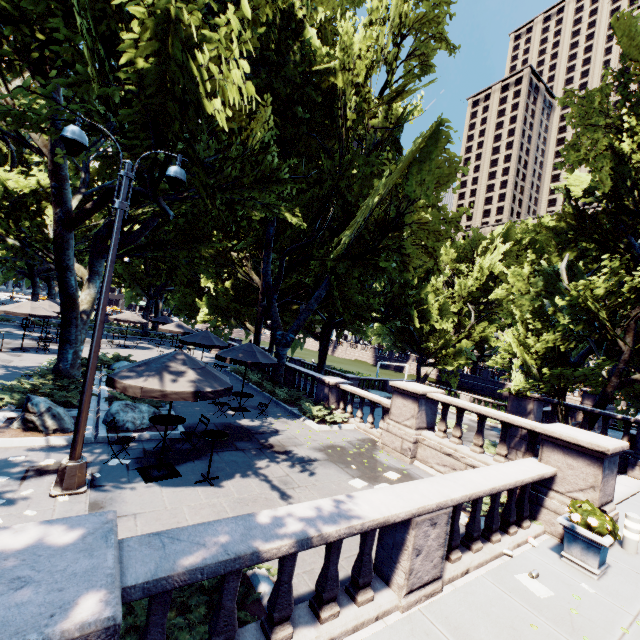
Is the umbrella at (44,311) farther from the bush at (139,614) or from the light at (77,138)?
the bush at (139,614)

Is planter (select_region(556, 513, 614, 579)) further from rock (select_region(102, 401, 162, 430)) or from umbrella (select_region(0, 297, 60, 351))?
umbrella (select_region(0, 297, 60, 351))

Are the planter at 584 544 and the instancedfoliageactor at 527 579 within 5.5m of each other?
yes

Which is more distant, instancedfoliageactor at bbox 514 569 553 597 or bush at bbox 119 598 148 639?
instancedfoliageactor at bbox 514 569 553 597

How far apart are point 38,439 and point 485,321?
35.57m

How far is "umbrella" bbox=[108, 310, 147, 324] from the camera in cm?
2598

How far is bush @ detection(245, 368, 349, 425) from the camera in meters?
14.3 m

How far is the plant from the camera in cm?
621
